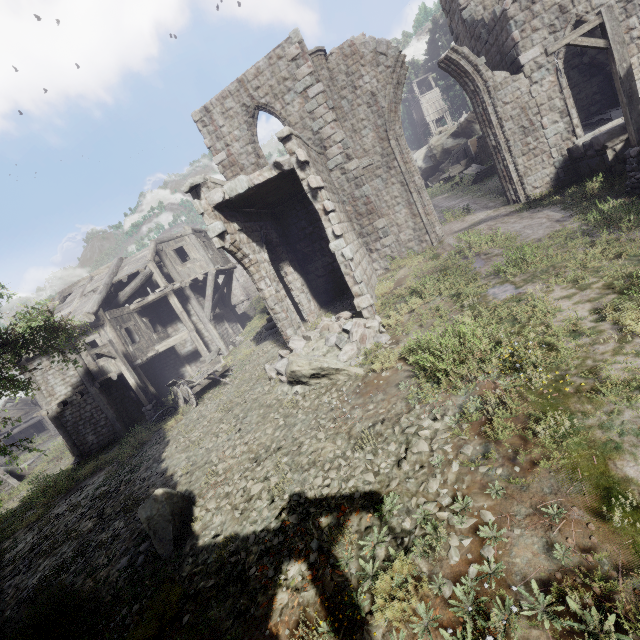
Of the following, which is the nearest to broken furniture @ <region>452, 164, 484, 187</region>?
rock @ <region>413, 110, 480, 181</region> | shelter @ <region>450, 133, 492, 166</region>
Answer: shelter @ <region>450, 133, 492, 166</region>

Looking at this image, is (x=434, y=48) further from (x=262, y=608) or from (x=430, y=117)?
(x=262, y=608)

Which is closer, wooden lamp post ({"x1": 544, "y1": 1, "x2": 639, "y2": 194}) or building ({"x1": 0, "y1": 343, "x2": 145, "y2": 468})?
wooden lamp post ({"x1": 544, "y1": 1, "x2": 639, "y2": 194})

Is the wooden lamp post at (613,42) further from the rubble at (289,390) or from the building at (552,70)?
the rubble at (289,390)

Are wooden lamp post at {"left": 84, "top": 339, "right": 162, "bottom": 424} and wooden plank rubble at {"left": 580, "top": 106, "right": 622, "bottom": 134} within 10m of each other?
no

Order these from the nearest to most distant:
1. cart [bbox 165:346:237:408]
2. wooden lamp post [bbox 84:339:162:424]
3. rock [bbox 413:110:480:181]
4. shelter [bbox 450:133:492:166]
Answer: cart [bbox 165:346:237:408] < wooden lamp post [bbox 84:339:162:424] < shelter [bbox 450:133:492:166] < rock [bbox 413:110:480:181]

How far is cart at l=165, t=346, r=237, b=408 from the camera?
13.3 meters

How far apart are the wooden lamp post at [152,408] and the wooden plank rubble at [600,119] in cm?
2190
